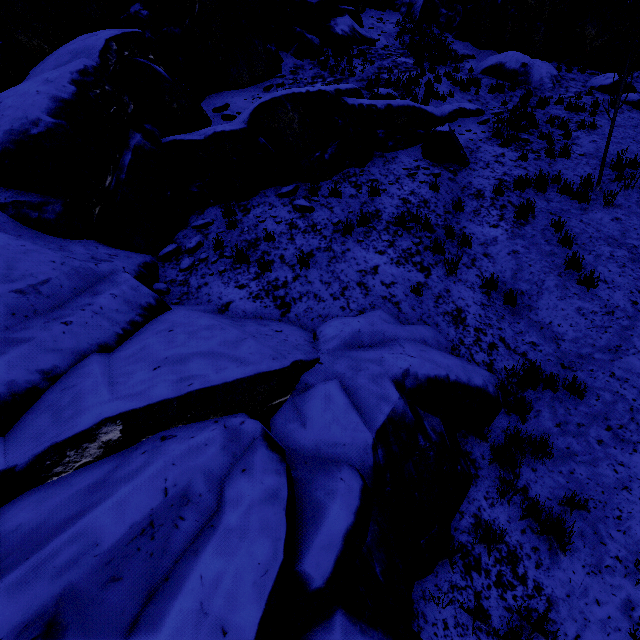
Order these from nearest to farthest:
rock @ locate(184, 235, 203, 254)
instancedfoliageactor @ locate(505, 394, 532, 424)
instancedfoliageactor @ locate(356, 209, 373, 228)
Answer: instancedfoliageactor @ locate(505, 394, 532, 424)
rock @ locate(184, 235, 203, 254)
instancedfoliageactor @ locate(356, 209, 373, 228)

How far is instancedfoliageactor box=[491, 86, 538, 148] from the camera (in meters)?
10.13

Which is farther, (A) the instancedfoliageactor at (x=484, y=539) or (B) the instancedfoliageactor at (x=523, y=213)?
(B) the instancedfoliageactor at (x=523, y=213)

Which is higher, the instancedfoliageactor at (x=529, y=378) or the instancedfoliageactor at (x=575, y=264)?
the instancedfoliageactor at (x=575, y=264)

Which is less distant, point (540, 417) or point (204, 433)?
point (204, 433)

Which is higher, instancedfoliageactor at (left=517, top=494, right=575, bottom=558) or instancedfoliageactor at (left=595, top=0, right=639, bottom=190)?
instancedfoliageactor at (left=595, top=0, right=639, bottom=190)
